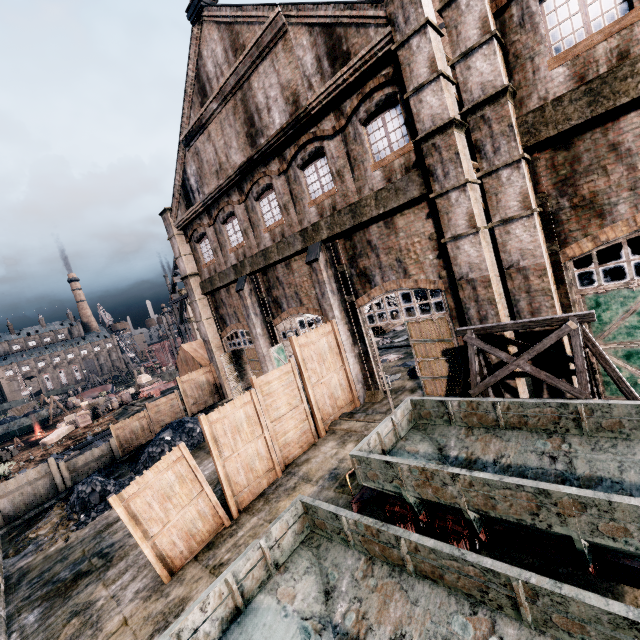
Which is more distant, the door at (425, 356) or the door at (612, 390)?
the door at (425, 356)

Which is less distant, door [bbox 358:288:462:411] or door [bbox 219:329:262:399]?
door [bbox 358:288:462:411]

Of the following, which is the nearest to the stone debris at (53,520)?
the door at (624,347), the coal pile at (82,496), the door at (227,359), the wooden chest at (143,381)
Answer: the coal pile at (82,496)

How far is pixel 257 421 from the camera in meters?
11.7

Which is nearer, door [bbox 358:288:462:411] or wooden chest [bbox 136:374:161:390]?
door [bbox 358:288:462:411]

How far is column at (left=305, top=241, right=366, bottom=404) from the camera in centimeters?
1539cm

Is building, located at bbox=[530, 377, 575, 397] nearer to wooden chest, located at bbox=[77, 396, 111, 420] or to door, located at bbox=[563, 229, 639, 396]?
door, located at bbox=[563, 229, 639, 396]

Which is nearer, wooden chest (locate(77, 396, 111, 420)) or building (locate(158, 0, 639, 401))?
building (locate(158, 0, 639, 401))
